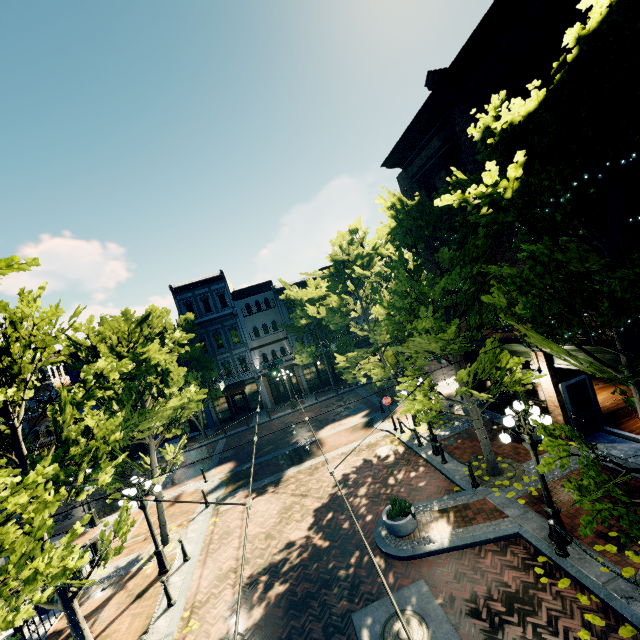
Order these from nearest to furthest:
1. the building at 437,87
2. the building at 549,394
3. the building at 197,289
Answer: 1. the building at 437,87
2. the building at 549,394
3. the building at 197,289

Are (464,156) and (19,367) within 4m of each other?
no

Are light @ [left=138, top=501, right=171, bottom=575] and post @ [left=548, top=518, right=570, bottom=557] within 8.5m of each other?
no

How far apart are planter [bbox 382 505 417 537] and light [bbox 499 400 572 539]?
3.42m

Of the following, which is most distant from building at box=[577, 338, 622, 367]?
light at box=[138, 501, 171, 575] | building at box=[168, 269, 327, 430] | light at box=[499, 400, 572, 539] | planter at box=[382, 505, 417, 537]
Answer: light at box=[499, 400, 572, 539]

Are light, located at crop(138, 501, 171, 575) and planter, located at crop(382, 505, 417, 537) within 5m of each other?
no

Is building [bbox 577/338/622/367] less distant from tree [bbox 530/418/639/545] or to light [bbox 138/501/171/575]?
tree [bbox 530/418/639/545]

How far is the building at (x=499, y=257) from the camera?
11.5m
